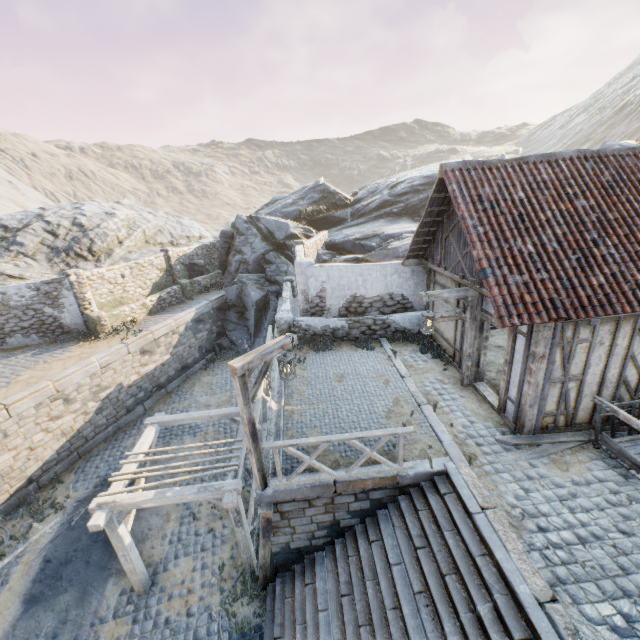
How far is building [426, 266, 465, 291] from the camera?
9.9 meters

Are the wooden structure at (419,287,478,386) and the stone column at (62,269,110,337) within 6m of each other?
no

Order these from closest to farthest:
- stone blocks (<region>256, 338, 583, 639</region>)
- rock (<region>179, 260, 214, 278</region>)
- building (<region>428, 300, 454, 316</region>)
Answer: stone blocks (<region>256, 338, 583, 639</region>), building (<region>428, 300, 454, 316</region>), rock (<region>179, 260, 214, 278</region>)

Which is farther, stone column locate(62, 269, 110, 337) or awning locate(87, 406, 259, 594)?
stone column locate(62, 269, 110, 337)

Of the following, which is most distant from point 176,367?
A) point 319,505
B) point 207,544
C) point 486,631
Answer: point 486,631

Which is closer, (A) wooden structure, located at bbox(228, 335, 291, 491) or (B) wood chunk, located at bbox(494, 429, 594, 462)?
(A) wooden structure, located at bbox(228, 335, 291, 491)

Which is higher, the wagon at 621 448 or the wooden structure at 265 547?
the wagon at 621 448

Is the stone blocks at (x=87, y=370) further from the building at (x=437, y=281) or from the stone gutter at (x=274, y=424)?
the building at (x=437, y=281)
